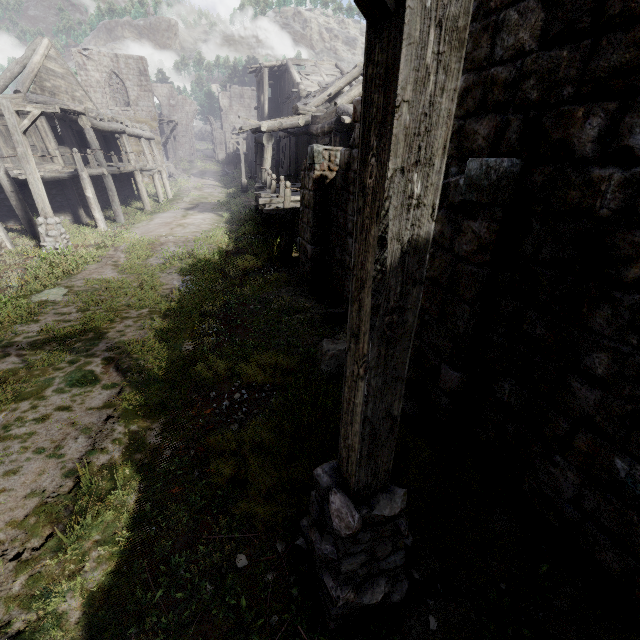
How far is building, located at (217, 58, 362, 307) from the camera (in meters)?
7.27

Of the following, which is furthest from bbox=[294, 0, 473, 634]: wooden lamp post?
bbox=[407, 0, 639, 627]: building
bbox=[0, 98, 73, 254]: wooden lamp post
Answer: bbox=[0, 98, 73, 254]: wooden lamp post

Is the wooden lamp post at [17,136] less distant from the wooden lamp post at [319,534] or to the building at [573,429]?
the building at [573,429]

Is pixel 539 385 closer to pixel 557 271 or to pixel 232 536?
pixel 557 271

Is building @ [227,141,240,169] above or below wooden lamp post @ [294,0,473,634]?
above

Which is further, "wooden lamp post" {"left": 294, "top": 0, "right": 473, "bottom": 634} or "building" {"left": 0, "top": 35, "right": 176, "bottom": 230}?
"building" {"left": 0, "top": 35, "right": 176, "bottom": 230}

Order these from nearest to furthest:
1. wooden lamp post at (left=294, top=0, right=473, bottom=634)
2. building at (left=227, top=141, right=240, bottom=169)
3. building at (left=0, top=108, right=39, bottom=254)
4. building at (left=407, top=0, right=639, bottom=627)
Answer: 1. wooden lamp post at (left=294, top=0, right=473, bottom=634)
2. building at (left=407, top=0, right=639, bottom=627)
3. building at (left=0, top=108, right=39, bottom=254)
4. building at (left=227, top=141, right=240, bottom=169)

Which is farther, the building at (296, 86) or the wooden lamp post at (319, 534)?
the building at (296, 86)
